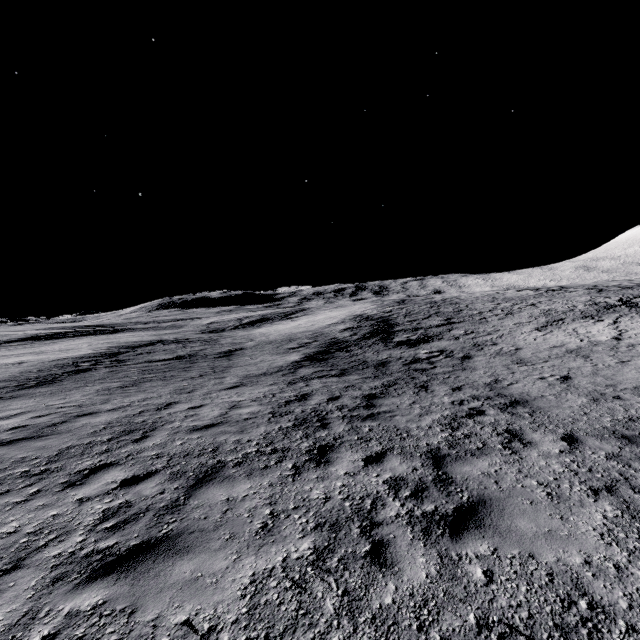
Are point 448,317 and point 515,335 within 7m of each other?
no
